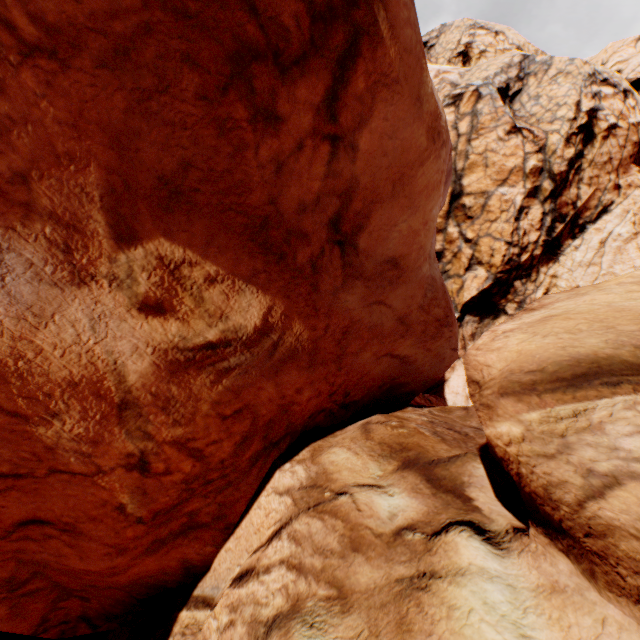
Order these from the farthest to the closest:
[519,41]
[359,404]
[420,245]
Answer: [519,41] → [359,404] → [420,245]
